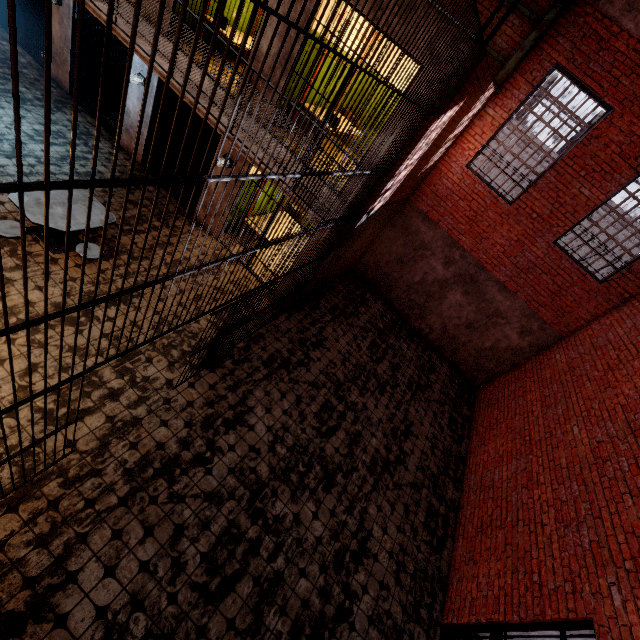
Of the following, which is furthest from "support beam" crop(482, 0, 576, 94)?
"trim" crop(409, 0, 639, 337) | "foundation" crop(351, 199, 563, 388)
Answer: "foundation" crop(351, 199, 563, 388)

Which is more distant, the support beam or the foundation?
the foundation

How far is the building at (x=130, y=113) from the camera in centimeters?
741cm

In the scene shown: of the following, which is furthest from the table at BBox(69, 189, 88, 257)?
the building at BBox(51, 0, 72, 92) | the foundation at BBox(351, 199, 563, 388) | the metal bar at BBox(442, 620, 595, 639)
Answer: the metal bar at BBox(442, 620, 595, 639)

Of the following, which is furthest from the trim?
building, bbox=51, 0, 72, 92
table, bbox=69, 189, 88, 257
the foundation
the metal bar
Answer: table, bbox=69, 189, 88, 257

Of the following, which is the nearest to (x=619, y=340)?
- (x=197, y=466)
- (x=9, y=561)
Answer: (x=197, y=466)

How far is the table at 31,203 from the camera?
4.99m

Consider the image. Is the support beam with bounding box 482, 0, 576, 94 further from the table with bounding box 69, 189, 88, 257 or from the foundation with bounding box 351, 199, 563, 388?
the table with bounding box 69, 189, 88, 257
